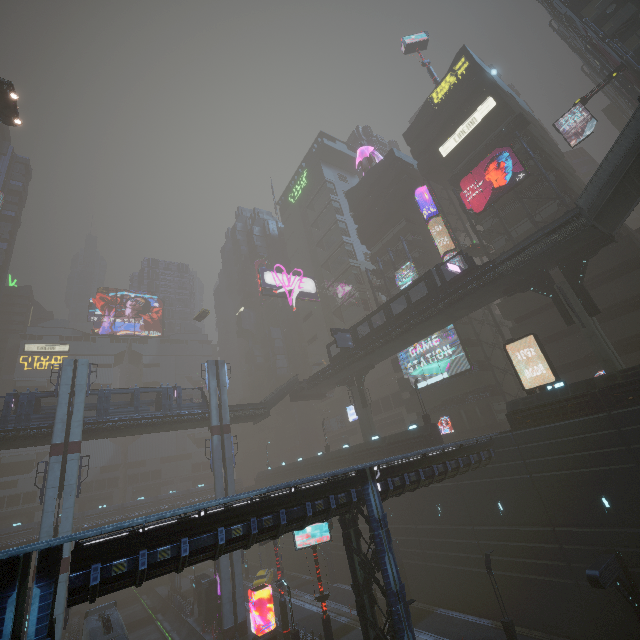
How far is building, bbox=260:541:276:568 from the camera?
50.62m

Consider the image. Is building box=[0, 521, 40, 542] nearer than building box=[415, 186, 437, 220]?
No

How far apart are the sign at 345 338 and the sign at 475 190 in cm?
1929

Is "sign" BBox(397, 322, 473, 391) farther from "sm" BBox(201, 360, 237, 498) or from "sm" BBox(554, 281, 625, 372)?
"sm" BBox(201, 360, 237, 498)

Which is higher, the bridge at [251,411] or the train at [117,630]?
the bridge at [251,411]

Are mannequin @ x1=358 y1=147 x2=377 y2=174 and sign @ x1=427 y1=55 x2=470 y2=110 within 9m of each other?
no

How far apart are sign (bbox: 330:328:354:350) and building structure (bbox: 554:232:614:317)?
21.0m

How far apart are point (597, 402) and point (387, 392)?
34.99m
